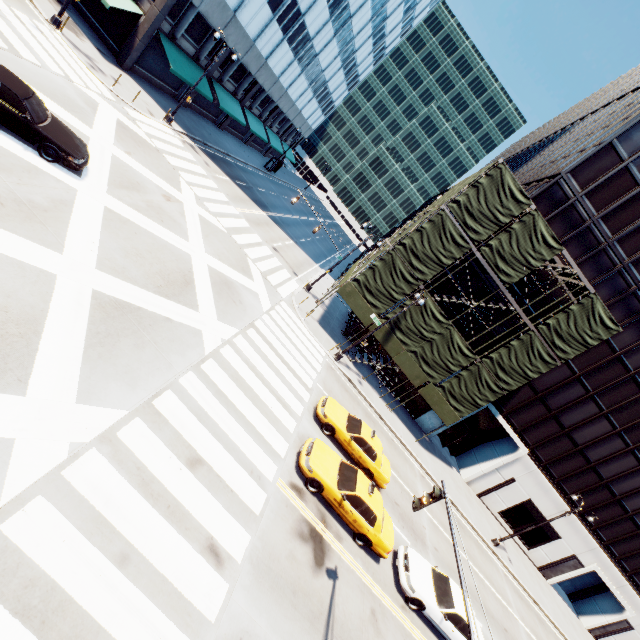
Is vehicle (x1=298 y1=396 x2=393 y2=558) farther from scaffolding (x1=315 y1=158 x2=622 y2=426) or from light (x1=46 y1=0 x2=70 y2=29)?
light (x1=46 y1=0 x2=70 y2=29)

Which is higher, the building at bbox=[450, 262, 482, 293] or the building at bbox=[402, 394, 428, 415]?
the building at bbox=[450, 262, 482, 293]

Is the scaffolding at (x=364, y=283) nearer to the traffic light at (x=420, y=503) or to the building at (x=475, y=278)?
the building at (x=475, y=278)

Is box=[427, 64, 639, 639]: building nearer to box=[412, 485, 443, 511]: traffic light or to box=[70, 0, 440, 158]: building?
box=[412, 485, 443, 511]: traffic light

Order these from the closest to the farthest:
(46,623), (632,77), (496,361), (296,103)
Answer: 1. (46,623)
2. (496,361)
3. (632,77)
4. (296,103)

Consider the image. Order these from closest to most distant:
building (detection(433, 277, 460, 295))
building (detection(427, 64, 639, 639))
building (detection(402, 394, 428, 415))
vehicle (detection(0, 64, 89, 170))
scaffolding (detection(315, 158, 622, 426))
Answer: vehicle (detection(0, 64, 89, 170))
scaffolding (detection(315, 158, 622, 426))
building (detection(427, 64, 639, 639))
building (detection(433, 277, 460, 295))
building (detection(402, 394, 428, 415))

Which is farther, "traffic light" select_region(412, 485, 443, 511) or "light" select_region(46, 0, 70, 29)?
"light" select_region(46, 0, 70, 29)

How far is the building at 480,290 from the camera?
25.0m
